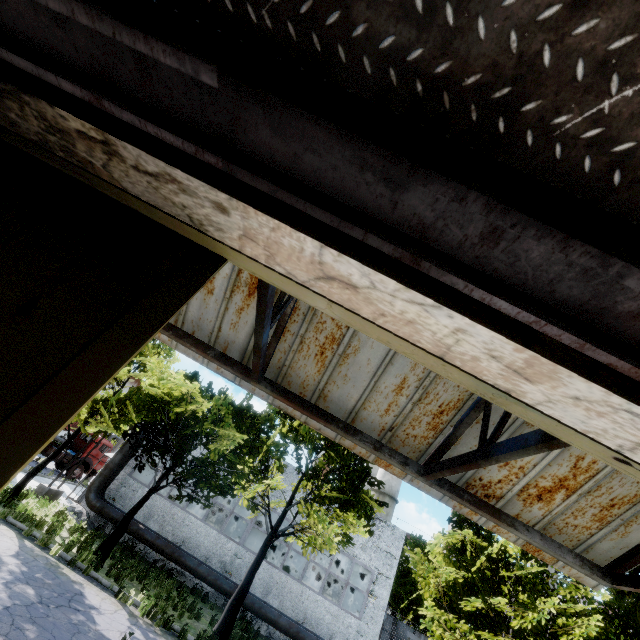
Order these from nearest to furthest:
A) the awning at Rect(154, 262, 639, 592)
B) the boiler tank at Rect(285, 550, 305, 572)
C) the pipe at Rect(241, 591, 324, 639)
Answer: the awning at Rect(154, 262, 639, 592), the pipe at Rect(241, 591, 324, 639), the boiler tank at Rect(285, 550, 305, 572)

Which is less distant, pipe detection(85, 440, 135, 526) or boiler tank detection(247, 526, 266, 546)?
pipe detection(85, 440, 135, 526)

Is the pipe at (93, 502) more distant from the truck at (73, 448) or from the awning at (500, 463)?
the awning at (500, 463)

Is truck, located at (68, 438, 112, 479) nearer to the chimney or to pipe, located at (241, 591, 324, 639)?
pipe, located at (241, 591, 324, 639)

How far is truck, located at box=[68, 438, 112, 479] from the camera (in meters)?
27.32

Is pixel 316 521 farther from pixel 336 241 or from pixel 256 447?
pixel 336 241

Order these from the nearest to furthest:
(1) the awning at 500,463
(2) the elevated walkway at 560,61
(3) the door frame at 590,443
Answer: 1. (2) the elevated walkway at 560,61
2. (3) the door frame at 590,443
3. (1) the awning at 500,463

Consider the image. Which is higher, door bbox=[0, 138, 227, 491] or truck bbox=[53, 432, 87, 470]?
door bbox=[0, 138, 227, 491]
